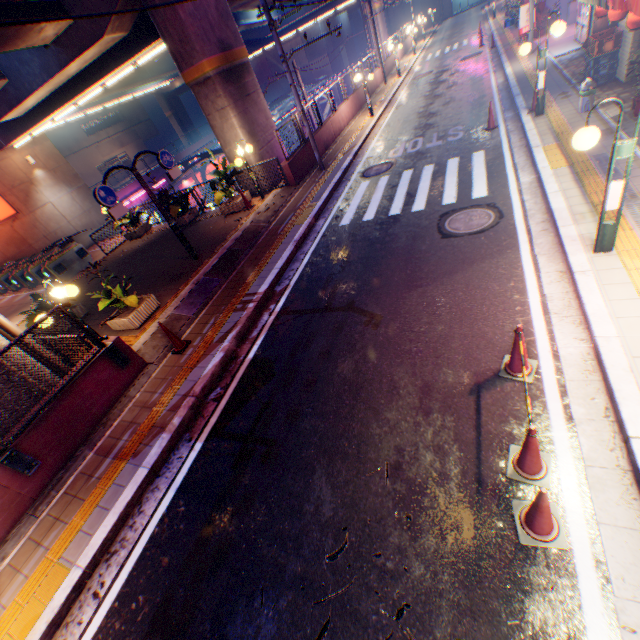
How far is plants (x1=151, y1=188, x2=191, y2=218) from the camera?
14.3m

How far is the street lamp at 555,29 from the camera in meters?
8.3 m

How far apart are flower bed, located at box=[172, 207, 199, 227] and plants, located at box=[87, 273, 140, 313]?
6.4 meters

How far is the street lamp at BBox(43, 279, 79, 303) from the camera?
6.8m

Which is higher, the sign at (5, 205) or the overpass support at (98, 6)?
the overpass support at (98, 6)

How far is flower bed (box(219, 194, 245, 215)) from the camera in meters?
13.3 m

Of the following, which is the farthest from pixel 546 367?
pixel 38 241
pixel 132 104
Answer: pixel 132 104

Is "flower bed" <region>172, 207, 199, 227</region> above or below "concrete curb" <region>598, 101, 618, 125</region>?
above
